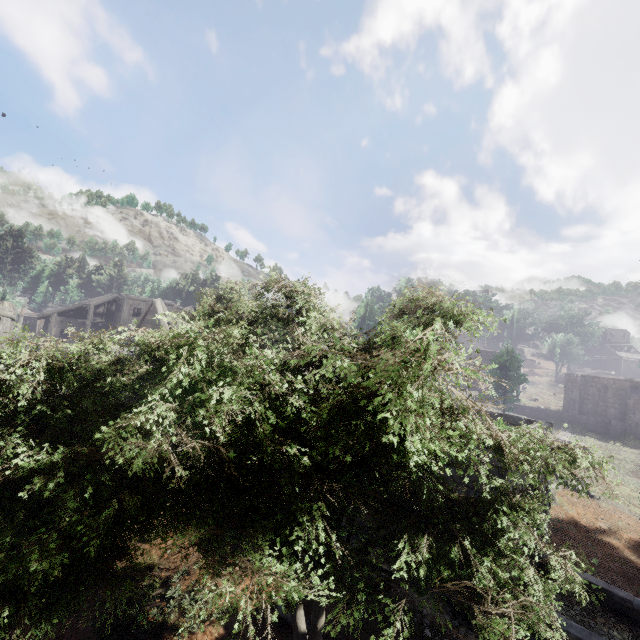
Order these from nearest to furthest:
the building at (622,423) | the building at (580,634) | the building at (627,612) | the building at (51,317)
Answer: the building at (580,634), the building at (627,612), the building at (51,317), the building at (622,423)

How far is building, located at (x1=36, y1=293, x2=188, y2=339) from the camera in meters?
22.9

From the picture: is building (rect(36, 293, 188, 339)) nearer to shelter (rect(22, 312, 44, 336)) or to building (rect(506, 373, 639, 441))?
building (rect(506, 373, 639, 441))

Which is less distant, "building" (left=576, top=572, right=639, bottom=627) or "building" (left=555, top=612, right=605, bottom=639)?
"building" (left=555, top=612, right=605, bottom=639)

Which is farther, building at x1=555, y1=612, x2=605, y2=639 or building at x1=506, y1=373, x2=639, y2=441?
building at x1=506, y1=373, x2=639, y2=441

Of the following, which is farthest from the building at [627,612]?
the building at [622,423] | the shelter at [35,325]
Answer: the shelter at [35,325]

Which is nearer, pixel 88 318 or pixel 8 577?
pixel 8 577
